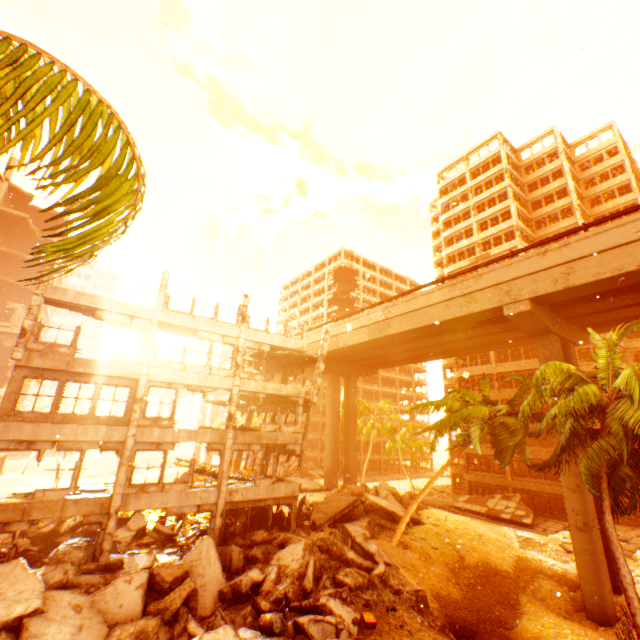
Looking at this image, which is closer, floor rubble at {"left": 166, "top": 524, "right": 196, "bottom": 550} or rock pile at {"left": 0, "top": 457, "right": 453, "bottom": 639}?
rock pile at {"left": 0, "top": 457, "right": 453, "bottom": 639}

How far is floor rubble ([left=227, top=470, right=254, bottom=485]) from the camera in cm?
1935

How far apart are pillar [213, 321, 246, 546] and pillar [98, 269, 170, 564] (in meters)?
4.52

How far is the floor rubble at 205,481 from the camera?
18.24m

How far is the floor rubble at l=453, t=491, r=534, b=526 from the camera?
29.36m

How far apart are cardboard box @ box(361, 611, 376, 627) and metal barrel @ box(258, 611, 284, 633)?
2.88m

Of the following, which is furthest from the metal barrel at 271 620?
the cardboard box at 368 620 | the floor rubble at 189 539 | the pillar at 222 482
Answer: the floor rubble at 189 539

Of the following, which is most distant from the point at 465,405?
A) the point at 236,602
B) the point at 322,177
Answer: the point at 322,177
